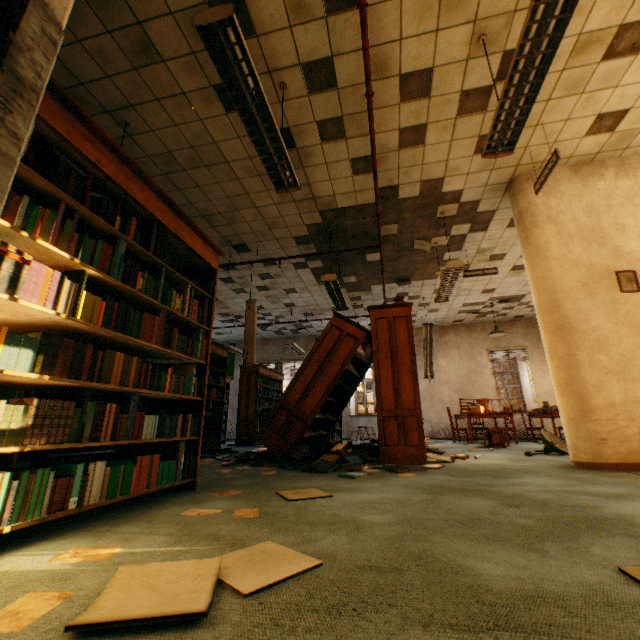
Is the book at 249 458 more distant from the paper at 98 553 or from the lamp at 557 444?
the lamp at 557 444

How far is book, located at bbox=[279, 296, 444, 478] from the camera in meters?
3.8

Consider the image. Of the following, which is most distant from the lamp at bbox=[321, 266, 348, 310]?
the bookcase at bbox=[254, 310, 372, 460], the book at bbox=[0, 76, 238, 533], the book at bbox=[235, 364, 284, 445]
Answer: the book at bbox=[235, 364, 284, 445]

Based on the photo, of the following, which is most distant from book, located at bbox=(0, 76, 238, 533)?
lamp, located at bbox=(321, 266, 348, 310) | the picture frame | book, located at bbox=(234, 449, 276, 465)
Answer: the picture frame

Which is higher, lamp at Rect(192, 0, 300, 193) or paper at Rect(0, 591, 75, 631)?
lamp at Rect(192, 0, 300, 193)

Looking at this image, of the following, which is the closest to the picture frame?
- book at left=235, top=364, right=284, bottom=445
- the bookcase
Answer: the bookcase

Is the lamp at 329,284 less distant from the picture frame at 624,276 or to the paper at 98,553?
the picture frame at 624,276

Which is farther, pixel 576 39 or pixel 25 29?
pixel 576 39
